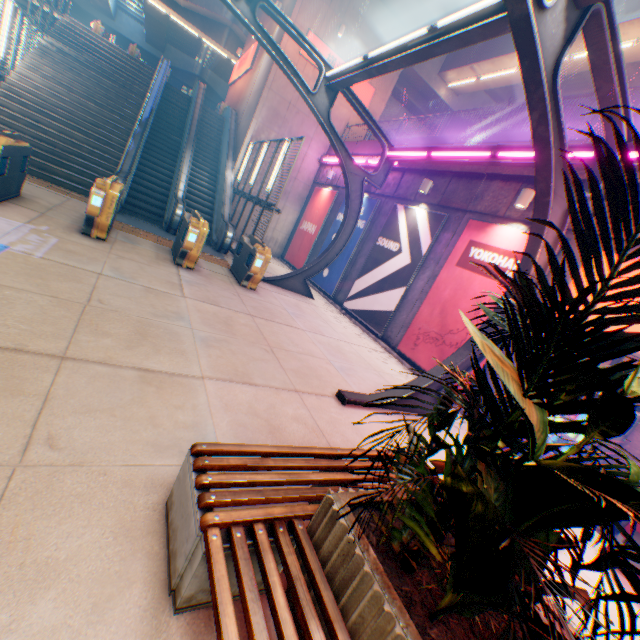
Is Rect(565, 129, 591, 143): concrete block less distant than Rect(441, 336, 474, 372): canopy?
No

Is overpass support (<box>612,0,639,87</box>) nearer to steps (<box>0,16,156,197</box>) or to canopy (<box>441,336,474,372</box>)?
canopy (<box>441,336,474,372</box>)

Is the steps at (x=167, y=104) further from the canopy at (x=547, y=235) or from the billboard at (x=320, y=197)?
the billboard at (x=320, y=197)

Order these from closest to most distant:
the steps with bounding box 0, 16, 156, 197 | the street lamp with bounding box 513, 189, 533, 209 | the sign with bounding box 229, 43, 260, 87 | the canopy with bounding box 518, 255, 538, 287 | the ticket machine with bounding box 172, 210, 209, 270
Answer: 1. the canopy with bounding box 518, 255, 538, 287
2. the street lamp with bounding box 513, 189, 533, 209
3. the ticket machine with bounding box 172, 210, 209, 270
4. the steps with bounding box 0, 16, 156, 197
5. the sign with bounding box 229, 43, 260, 87

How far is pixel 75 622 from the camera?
1.7 meters

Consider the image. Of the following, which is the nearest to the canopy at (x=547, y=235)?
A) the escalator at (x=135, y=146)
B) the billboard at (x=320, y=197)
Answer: the billboard at (x=320, y=197)

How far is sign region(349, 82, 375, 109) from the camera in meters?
17.2 m

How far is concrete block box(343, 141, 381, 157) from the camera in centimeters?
1404cm
